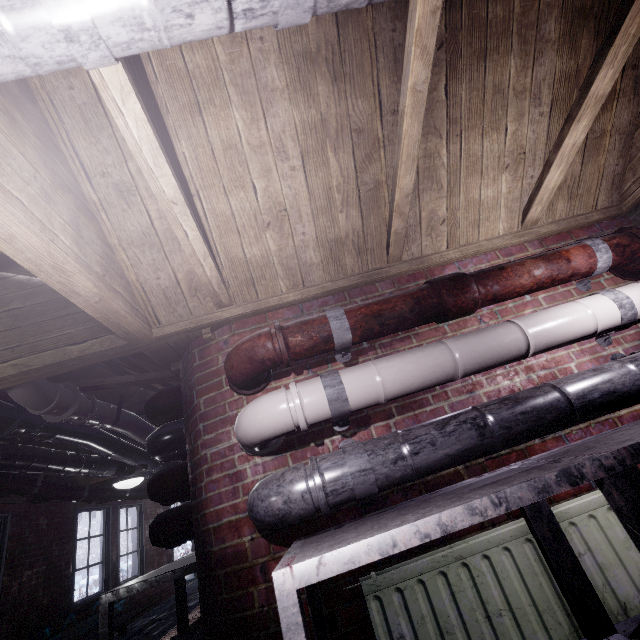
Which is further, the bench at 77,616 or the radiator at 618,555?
the bench at 77,616

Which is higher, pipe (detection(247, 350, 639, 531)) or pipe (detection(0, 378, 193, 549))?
pipe (detection(0, 378, 193, 549))

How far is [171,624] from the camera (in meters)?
4.61

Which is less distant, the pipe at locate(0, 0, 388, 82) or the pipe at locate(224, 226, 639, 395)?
the pipe at locate(0, 0, 388, 82)

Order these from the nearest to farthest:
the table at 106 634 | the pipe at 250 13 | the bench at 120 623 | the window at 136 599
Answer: the pipe at 250 13 → the table at 106 634 → the bench at 120 623 → the window at 136 599

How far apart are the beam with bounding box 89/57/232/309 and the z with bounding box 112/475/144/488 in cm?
311

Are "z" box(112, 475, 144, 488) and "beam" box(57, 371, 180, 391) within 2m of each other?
yes

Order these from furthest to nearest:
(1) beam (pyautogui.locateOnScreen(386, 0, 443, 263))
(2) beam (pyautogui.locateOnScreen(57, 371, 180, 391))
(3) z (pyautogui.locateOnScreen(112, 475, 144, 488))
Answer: (3) z (pyautogui.locateOnScreen(112, 475, 144, 488)) < (2) beam (pyautogui.locateOnScreen(57, 371, 180, 391)) < (1) beam (pyautogui.locateOnScreen(386, 0, 443, 263))
